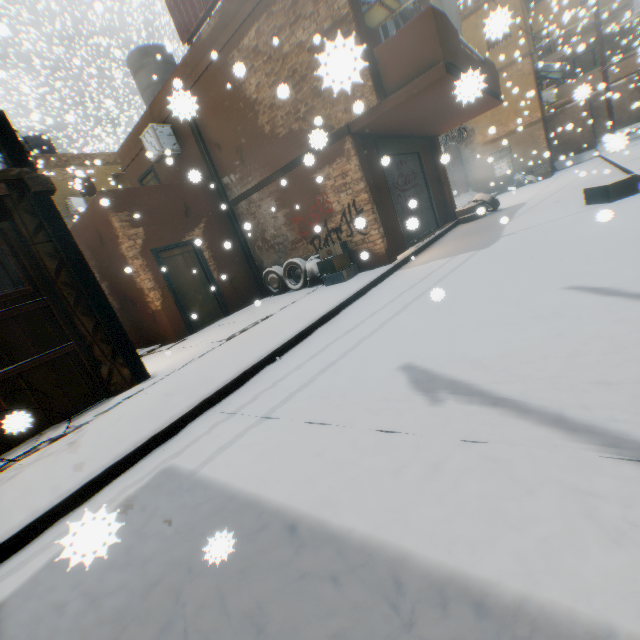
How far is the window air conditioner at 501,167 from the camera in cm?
1830

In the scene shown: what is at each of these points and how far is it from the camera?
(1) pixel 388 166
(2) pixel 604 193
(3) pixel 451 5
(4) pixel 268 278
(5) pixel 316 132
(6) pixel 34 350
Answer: (1) rolling overhead door, 9.41m
(2) cardboard box, 6.51m
(3) dryer, 8.48m
(4) wheel, 10.36m
(5) building, 3.24m
(6) wooden gate, 4.74m

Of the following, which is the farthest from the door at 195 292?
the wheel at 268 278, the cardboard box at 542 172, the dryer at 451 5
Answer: the cardboard box at 542 172

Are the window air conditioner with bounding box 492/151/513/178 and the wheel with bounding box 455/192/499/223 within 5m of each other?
no

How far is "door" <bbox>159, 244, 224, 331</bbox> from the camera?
8.9m

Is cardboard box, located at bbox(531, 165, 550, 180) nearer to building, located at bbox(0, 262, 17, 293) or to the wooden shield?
building, located at bbox(0, 262, 17, 293)

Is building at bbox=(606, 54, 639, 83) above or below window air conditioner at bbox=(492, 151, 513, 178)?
above

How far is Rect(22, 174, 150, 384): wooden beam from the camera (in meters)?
4.81
